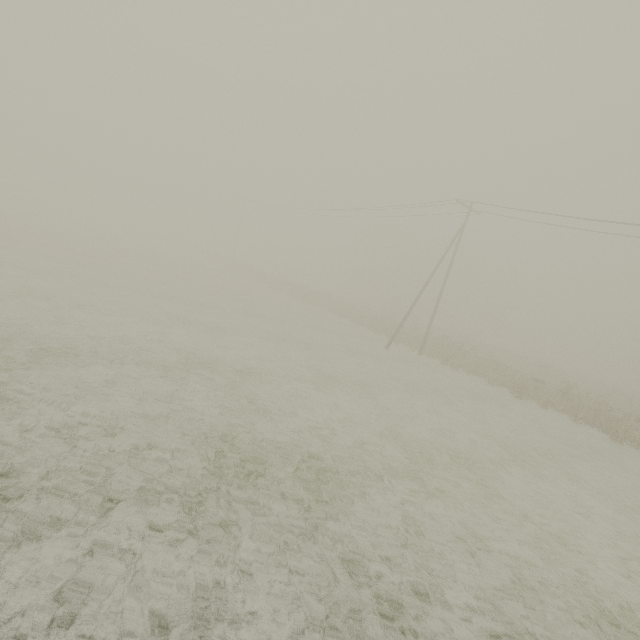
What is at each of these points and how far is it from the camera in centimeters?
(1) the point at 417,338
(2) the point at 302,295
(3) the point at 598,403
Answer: (1) tree, 2884cm
(2) tree, 3991cm
(3) tree, 1956cm

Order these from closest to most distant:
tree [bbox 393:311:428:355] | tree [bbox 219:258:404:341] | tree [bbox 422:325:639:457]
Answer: tree [bbox 422:325:639:457] → tree [bbox 393:311:428:355] → tree [bbox 219:258:404:341]

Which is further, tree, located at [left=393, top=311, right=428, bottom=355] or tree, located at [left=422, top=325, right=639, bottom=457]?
tree, located at [left=393, top=311, right=428, bottom=355]

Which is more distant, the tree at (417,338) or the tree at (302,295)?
the tree at (302,295)

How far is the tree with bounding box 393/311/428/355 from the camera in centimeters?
2829cm

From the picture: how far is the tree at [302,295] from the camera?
32.2m
